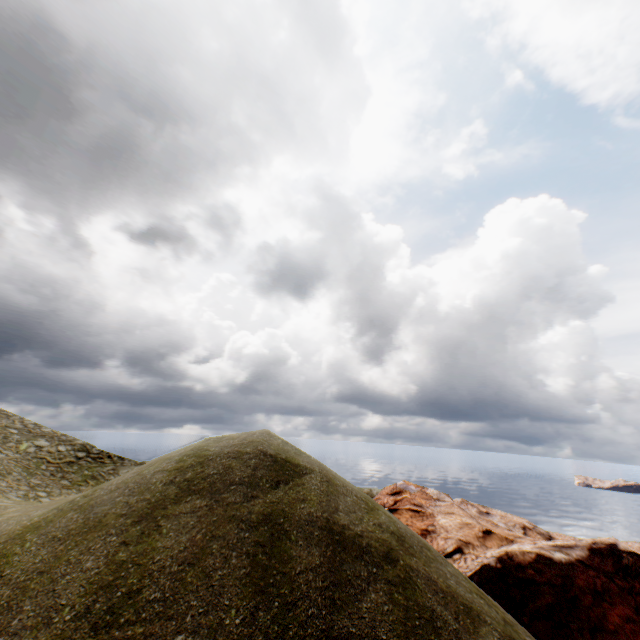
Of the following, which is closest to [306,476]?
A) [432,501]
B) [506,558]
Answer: [506,558]
